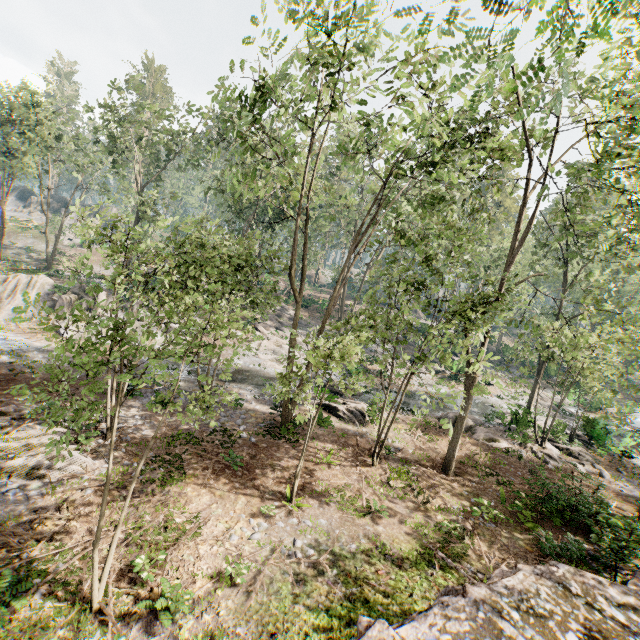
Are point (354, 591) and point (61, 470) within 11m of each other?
yes

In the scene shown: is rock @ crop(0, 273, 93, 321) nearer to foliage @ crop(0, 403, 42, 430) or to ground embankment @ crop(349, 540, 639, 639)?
foliage @ crop(0, 403, 42, 430)

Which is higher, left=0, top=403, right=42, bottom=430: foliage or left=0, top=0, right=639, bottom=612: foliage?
left=0, top=0, right=639, bottom=612: foliage

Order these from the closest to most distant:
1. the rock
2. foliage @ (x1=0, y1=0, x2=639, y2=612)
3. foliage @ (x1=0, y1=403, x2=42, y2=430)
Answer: foliage @ (x1=0, y1=403, x2=42, y2=430), foliage @ (x1=0, y1=0, x2=639, y2=612), the rock

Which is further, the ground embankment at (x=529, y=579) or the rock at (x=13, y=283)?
the rock at (x=13, y=283)

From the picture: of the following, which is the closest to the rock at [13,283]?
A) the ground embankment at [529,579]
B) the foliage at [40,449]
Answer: the foliage at [40,449]
